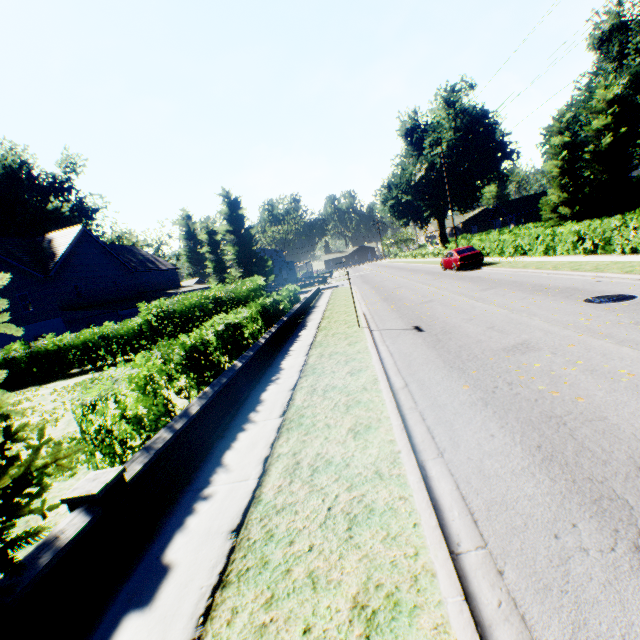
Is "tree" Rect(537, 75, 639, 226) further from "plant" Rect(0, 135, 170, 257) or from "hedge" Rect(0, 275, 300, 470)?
"plant" Rect(0, 135, 170, 257)

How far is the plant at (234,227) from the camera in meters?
44.0

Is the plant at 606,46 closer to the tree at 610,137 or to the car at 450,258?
the tree at 610,137

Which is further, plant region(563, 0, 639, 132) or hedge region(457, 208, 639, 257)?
plant region(563, 0, 639, 132)

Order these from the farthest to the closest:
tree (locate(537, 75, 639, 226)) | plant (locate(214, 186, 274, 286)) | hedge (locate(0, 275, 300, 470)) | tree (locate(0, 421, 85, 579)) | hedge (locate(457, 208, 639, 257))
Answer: plant (locate(214, 186, 274, 286))
tree (locate(537, 75, 639, 226))
hedge (locate(457, 208, 639, 257))
hedge (locate(0, 275, 300, 470))
tree (locate(0, 421, 85, 579))

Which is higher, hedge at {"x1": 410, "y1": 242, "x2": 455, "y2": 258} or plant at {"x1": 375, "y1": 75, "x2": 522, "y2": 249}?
plant at {"x1": 375, "y1": 75, "x2": 522, "y2": 249}

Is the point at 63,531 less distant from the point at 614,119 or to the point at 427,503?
the point at 427,503

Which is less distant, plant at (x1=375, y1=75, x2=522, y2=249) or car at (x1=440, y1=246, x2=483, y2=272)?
car at (x1=440, y1=246, x2=483, y2=272)
